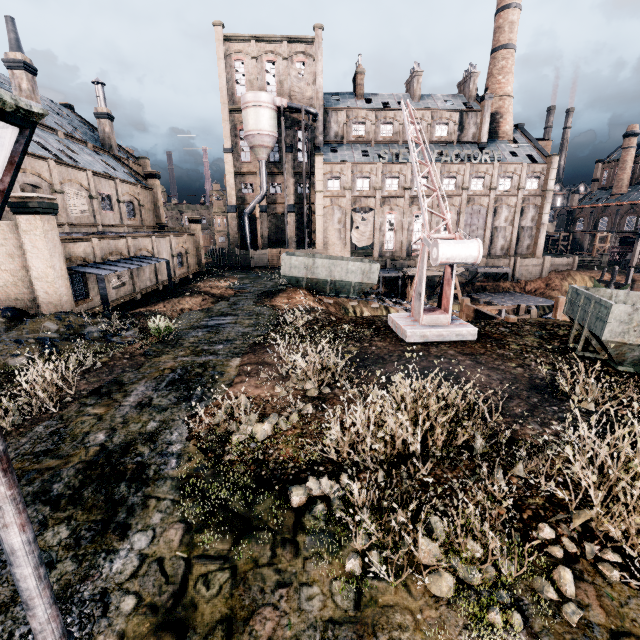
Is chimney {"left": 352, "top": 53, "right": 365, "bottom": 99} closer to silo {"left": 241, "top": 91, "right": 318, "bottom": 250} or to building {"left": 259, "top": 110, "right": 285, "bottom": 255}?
building {"left": 259, "top": 110, "right": 285, "bottom": 255}

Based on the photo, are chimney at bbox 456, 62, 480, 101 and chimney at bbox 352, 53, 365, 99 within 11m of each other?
no

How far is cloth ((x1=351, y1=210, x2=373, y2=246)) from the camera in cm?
4981

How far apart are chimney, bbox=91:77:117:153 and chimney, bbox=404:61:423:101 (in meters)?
43.74

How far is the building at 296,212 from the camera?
49.4m

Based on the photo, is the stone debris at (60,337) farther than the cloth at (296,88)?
No

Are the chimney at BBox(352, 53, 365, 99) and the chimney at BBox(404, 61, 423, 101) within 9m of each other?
yes

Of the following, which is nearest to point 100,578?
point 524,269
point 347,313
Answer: point 347,313
